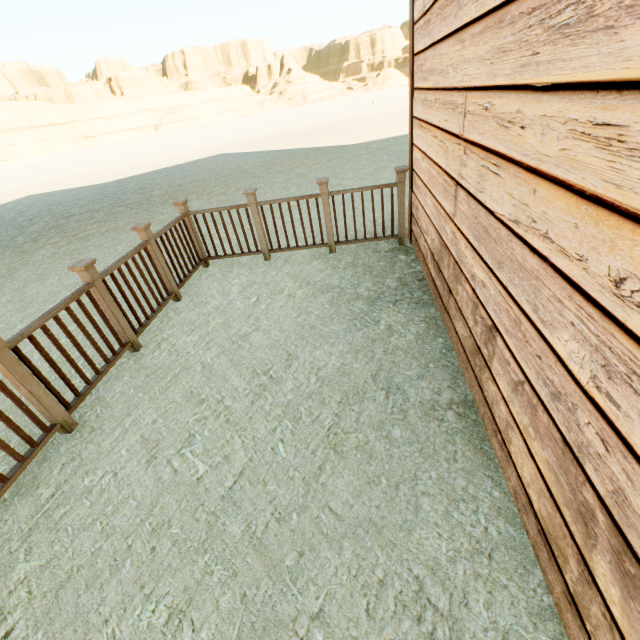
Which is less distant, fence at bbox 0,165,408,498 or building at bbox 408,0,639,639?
building at bbox 408,0,639,639

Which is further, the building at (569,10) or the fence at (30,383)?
the fence at (30,383)

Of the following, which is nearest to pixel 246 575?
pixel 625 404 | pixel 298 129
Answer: pixel 625 404
